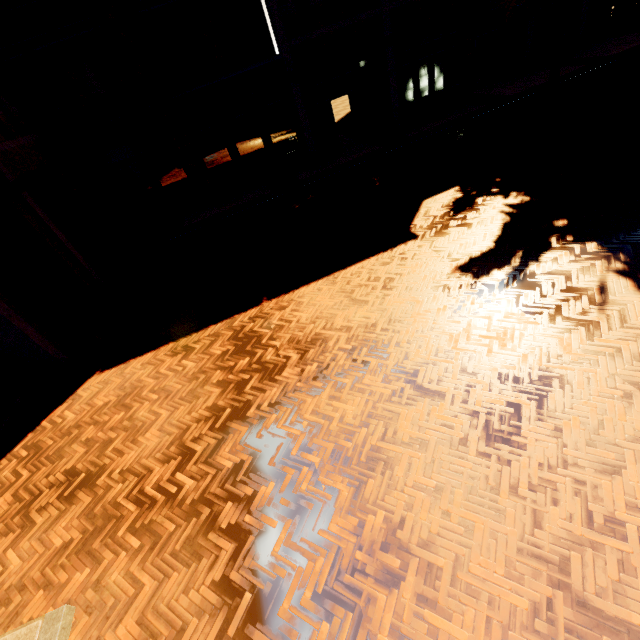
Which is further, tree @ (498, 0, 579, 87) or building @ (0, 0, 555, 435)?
tree @ (498, 0, 579, 87)

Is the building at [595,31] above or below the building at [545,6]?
below

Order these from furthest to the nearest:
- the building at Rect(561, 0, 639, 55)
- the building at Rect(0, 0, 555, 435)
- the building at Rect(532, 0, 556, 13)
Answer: the building at Rect(561, 0, 639, 55) < the building at Rect(532, 0, 556, 13) < the building at Rect(0, 0, 555, 435)

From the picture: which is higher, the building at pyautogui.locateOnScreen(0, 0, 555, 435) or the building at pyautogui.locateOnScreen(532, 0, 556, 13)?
the building at pyautogui.locateOnScreen(532, 0, 556, 13)

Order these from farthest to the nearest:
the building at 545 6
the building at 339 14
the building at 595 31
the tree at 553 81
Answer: the building at 595 31 < the building at 545 6 < the tree at 553 81 < the building at 339 14

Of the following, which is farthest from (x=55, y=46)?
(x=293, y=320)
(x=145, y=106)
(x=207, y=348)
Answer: (x=293, y=320)

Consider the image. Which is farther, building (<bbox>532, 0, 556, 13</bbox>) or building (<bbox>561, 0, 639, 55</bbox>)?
building (<bbox>561, 0, 639, 55</bbox>)
